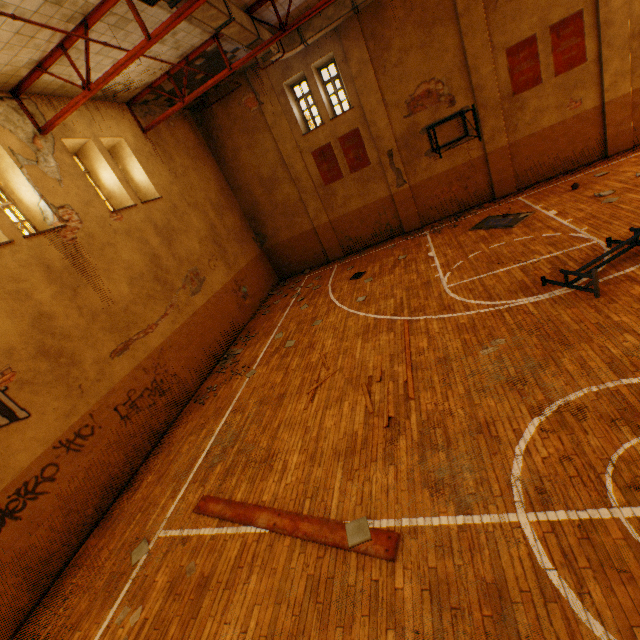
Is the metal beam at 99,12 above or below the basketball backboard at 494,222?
above

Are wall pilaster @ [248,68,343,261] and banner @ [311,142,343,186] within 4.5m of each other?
yes

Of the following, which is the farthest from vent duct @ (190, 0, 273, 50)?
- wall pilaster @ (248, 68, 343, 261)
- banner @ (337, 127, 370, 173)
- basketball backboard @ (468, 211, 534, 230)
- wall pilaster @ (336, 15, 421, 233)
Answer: basketball backboard @ (468, 211, 534, 230)

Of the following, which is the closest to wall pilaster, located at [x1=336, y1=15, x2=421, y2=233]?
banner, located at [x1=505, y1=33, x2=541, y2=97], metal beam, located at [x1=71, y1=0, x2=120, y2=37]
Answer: banner, located at [x1=505, y1=33, x2=541, y2=97]

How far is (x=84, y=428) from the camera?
7.2m

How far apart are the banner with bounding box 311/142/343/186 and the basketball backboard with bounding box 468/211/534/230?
6.1 meters

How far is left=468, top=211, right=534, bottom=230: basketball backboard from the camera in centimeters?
1102cm

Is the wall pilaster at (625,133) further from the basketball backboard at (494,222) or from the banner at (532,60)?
the basketball backboard at (494,222)
